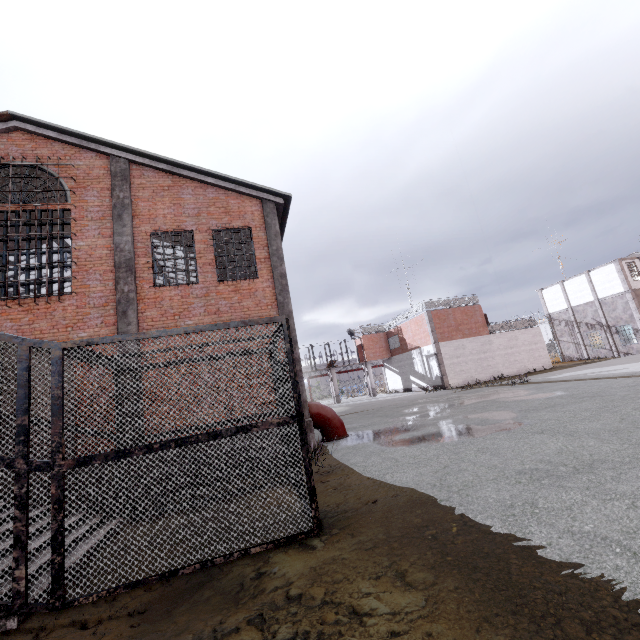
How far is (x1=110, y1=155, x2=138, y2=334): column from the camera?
9.97m

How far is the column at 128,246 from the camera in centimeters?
997cm

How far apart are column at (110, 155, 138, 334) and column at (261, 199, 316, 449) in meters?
4.3

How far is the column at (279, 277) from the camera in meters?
10.4 m

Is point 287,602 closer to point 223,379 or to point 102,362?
point 102,362

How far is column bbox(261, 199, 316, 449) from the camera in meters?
10.4 m
